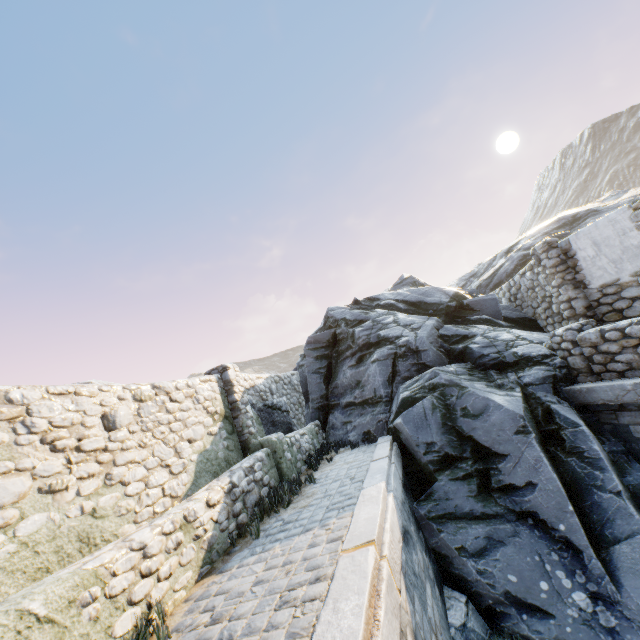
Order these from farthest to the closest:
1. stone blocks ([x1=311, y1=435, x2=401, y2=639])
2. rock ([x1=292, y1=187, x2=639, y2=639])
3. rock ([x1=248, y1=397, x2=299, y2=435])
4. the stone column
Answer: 1. rock ([x1=248, y1=397, x2=299, y2=435])
2. the stone column
3. rock ([x1=292, y1=187, x2=639, y2=639])
4. stone blocks ([x1=311, y1=435, x2=401, y2=639])

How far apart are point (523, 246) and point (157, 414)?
18.8m

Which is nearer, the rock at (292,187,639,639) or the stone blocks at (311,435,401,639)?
the stone blocks at (311,435,401,639)

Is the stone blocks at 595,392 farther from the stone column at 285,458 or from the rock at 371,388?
the stone column at 285,458

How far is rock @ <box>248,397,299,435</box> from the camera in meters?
9.1

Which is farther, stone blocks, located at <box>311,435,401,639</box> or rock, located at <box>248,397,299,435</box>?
rock, located at <box>248,397,299,435</box>

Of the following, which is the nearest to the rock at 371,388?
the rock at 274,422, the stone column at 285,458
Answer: the rock at 274,422
